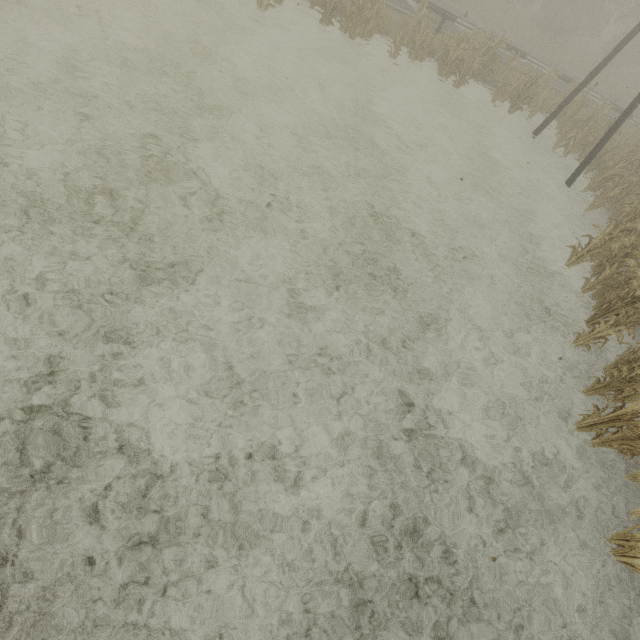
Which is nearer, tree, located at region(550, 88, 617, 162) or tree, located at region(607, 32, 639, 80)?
tree, located at region(550, 88, 617, 162)

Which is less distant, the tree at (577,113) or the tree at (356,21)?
the tree at (356,21)

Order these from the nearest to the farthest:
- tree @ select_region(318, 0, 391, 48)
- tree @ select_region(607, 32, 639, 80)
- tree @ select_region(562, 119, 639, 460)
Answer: tree @ select_region(562, 119, 639, 460), tree @ select_region(318, 0, 391, 48), tree @ select_region(607, 32, 639, 80)

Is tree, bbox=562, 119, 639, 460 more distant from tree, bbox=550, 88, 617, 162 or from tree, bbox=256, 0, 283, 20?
tree, bbox=256, 0, 283, 20

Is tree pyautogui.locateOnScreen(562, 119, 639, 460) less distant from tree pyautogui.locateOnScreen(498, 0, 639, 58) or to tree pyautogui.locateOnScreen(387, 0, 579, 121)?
tree pyautogui.locateOnScreen(498, 0, 639, 58)

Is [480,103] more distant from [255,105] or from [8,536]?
[8,536]

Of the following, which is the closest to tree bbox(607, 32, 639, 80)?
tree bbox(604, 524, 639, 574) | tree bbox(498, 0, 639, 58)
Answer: tree bbox(498, 0, 639, 58)

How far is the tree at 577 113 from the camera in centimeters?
1448cm
